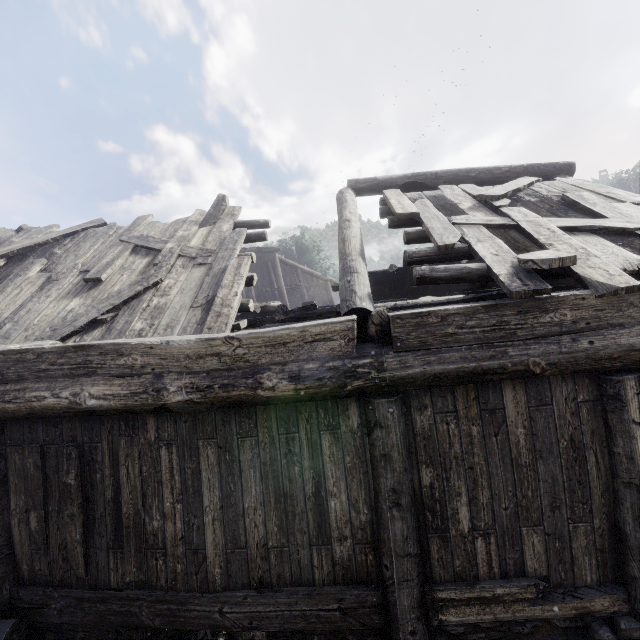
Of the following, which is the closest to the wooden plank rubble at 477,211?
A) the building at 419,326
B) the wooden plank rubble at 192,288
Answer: the building at 419,326

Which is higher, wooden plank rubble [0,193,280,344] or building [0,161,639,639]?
wooden plank rubble [0,193,280,344]

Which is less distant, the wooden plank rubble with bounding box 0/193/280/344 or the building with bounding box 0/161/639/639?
the building with bounding box 0/161/639/639

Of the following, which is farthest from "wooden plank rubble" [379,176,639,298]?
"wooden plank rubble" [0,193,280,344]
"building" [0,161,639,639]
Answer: "wooden plank rubble" [0,193,280,344]

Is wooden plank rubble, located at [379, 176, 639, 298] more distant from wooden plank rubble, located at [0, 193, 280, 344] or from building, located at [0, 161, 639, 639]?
wooden plank rubble, located at [0, 193, 280, 344]

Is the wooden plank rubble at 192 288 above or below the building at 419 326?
above

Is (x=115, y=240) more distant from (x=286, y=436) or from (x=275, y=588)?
(x=275, y=588)
